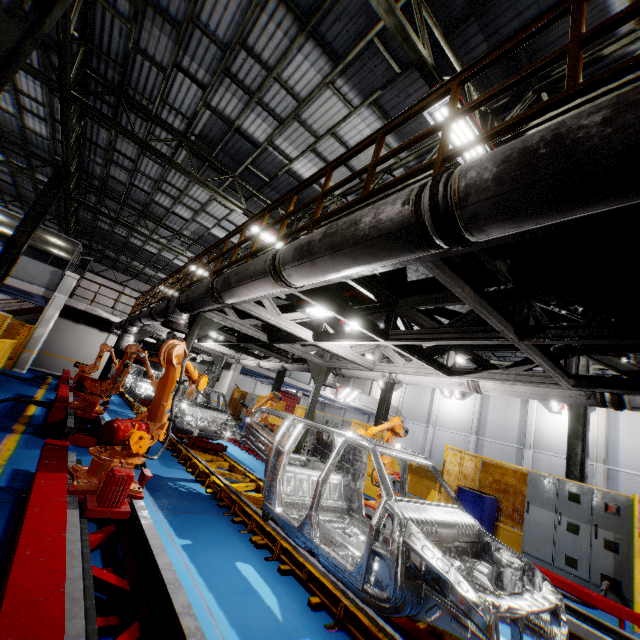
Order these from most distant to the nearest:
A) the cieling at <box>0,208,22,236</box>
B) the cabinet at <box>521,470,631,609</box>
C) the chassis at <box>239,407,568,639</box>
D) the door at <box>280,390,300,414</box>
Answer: the door at <box>280,390,300,414</box> < the cieling at <box>0,208,22,236</box> < the cabinet at <box>521,470,631,609</box> < the chassis at <box>239,407,568,639</box>

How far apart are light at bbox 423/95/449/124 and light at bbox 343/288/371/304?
3.5m

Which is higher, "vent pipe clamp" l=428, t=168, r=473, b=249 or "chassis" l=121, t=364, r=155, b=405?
"vent pipe clamp" l=428, t=168, r=473, b=249

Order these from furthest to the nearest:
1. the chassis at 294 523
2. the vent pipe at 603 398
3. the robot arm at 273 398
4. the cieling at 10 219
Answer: the cieling at 10 219, the robot arm at 273 398, the vent pipe at 603 398, the chassis at 294 523

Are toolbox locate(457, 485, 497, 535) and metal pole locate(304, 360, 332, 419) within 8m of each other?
yes

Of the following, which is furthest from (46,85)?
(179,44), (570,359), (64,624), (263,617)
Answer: (570,359)

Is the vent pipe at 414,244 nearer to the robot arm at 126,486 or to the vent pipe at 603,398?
the robot arm at 126,486

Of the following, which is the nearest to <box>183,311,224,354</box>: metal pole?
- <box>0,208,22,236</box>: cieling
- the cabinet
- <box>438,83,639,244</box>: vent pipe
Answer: <box>438,83,639,244</box>: vent pipe
